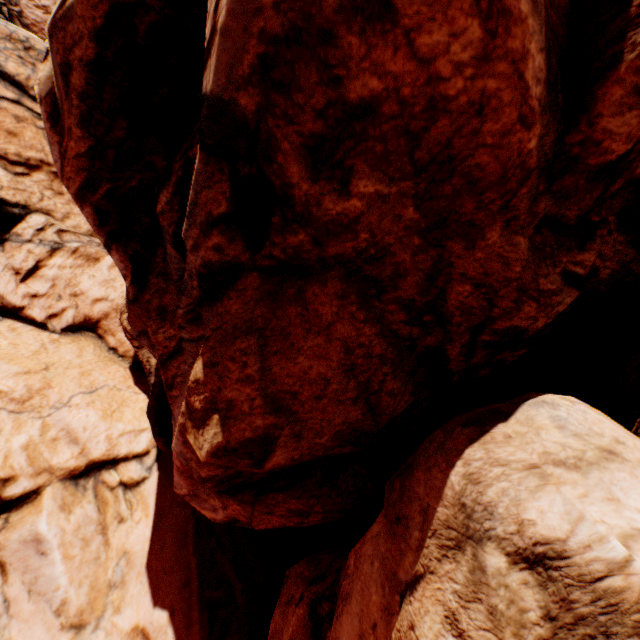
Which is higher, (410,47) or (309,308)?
(410,47)
